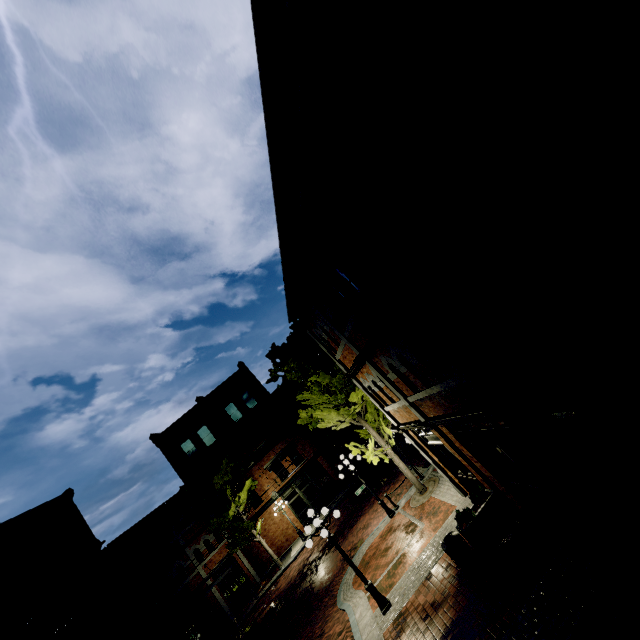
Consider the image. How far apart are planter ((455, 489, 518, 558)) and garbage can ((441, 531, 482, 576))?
0.05m

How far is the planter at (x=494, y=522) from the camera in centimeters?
849cm

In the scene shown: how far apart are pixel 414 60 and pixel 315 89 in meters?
1.7

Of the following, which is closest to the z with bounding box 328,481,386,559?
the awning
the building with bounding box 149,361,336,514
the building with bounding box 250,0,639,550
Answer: the building with bounding box 149,361,336,514

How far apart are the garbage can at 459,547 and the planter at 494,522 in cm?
5

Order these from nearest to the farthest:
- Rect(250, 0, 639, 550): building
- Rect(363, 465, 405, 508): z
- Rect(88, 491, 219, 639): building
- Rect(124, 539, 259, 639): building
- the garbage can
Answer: Rect(250, 0, 639, 550): building
the garbage can
Rect(363, 465, 405, 508): z
Rect(88, 491, 219, 639): building
Rect(124, 539, 259, 639): building

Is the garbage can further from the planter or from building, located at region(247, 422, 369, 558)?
building, located at region(247, 422, 369, 558)

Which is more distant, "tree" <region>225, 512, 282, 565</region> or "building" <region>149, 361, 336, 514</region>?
"building" <region>149, 361, 336, 514</region>
